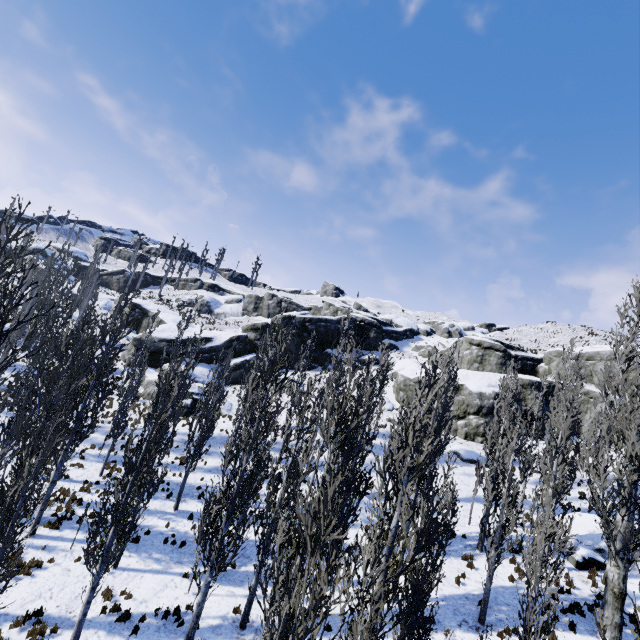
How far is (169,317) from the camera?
43.53m

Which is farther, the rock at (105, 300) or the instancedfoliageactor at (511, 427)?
the rock at (105, 300)

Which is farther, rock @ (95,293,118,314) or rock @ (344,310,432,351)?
rock @ (344,310,432,351)

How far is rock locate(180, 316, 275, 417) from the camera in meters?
Answer: 32.7

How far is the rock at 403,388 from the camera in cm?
3662
